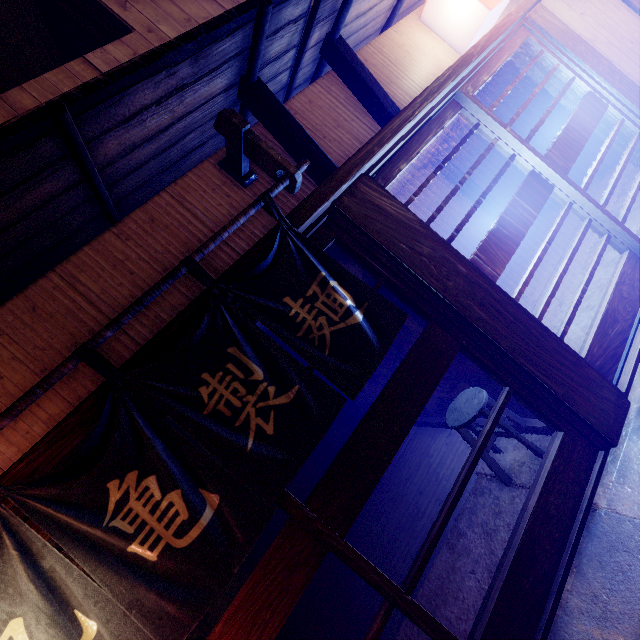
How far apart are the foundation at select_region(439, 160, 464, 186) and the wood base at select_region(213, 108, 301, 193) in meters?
13.3 m

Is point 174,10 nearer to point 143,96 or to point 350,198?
point 143,96

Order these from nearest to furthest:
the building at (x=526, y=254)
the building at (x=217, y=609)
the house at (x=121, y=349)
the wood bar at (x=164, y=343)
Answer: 1. the wood bar at (x=164, y=343)
2. the house at (x=121, y=349)
3. the building at (x=217, y=609)
4. the building at (x=526, y=254)

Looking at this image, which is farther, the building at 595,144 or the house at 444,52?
the building at 595,144

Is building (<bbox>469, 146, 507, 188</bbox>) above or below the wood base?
below

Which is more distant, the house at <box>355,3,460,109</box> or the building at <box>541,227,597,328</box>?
the building at <box>541,227,597,328</box>

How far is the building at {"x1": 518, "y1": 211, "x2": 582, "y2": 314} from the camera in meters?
9.3

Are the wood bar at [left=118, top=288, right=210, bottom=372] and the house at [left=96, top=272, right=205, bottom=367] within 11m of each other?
yes
